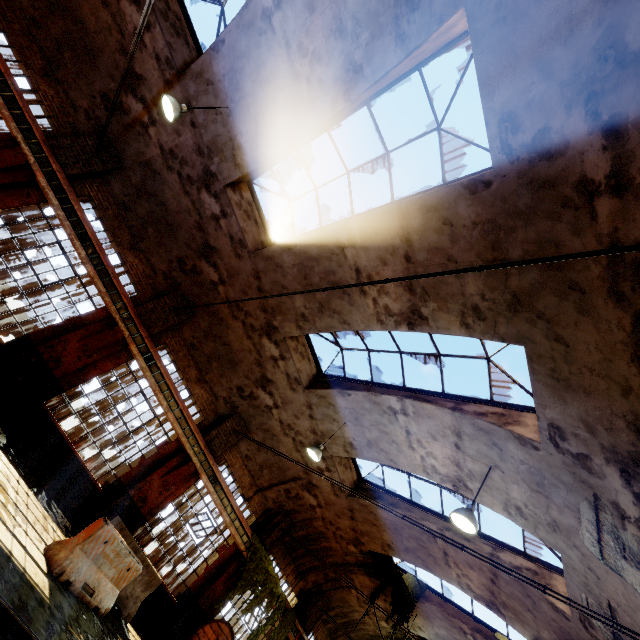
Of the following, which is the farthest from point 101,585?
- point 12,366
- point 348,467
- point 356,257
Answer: point 356,257

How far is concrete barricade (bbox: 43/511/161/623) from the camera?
6.1m

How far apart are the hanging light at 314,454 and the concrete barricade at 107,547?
4.9 meters

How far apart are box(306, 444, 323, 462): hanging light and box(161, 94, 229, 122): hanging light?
9.5 meters

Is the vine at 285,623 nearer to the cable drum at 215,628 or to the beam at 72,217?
the cable drum at 215,628

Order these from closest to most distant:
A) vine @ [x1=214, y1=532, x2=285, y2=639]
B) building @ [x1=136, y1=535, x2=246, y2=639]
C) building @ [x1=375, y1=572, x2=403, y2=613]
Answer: building @ [x1=136, y1=535, x2=246, y2=639] < vine @ [x1=214, y1=532, x2=285, y2=639] < building @ [x1=375, y1=572, x2=403, y2=613]

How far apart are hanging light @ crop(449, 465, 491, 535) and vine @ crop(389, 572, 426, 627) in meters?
9.2 m

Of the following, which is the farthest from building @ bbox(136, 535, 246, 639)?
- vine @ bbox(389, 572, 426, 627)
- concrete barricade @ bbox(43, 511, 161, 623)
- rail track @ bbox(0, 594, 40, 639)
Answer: rail track @ bbox(0, 594, 40, 639)
